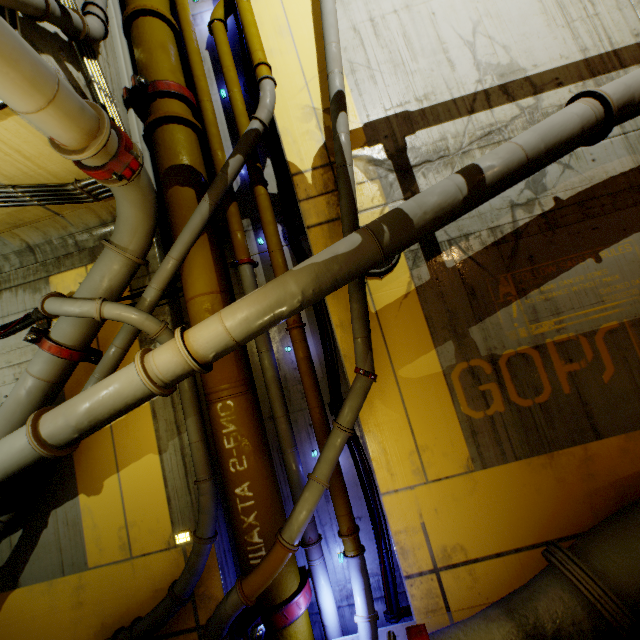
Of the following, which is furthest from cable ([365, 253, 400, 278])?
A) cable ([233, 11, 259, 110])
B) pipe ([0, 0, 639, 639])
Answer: cable ([233, 11, 259, 110])

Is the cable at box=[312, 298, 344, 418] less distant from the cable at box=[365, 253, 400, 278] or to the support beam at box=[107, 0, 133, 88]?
the cable at box=[365, 253, 400, 278]

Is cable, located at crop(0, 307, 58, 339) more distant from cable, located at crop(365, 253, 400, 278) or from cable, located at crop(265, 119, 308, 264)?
cable, located at crop(365, 253, 400, 278)

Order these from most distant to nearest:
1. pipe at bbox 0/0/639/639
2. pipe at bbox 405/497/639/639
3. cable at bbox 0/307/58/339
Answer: cable at bbox 0/307/58/339, pipe at bbox 0/0/639/639, pipe at bbox 405/497/639/639

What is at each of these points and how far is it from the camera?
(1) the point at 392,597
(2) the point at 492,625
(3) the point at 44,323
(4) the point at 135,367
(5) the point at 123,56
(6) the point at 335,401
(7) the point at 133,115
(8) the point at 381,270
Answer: (1) cable, 4.5m
(2) pipe, 3.2m
(3) cable, 5.1m
(4) pipe, 3.6m
(5) support beam, 5.5m
(6) cable, 5.0m
(7) support beam, 5.3m
(8) cable, 4.8m

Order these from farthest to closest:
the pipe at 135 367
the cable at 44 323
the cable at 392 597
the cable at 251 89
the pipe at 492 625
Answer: the cable at 251 89
the cable at 44 323
the cable at 392 597
the pipe at 135 367
the pipe at 492 625

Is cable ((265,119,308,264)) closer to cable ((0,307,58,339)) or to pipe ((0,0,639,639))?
pipe ((0,0,639,639))

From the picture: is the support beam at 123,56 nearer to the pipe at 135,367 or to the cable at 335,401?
the pipe at 135,367
